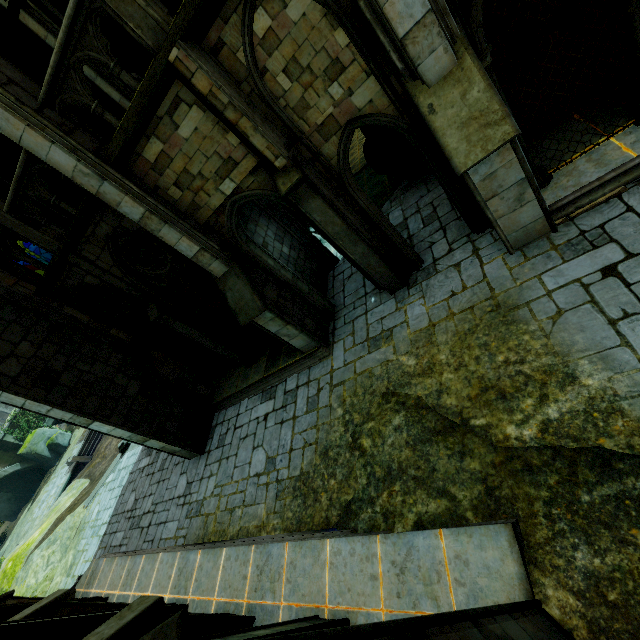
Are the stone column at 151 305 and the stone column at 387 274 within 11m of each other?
yes

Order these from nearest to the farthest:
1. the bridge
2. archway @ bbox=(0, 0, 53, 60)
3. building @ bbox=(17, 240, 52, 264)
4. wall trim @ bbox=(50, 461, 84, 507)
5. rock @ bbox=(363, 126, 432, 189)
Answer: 1. archway @ bbox=(0, 0, 53, 60)
2. rock @ bbox=(363, 126, 432, 189)
3. wall trim @ bbox=(50, 461, 84, 507)
4. the bridge
5. building @ bbox=(17, 240, 52, 264)

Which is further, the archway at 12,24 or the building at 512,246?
the archway at 12,24

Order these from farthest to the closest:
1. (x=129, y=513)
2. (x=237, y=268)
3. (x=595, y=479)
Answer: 1. (x=129, y=513)
2. (x=237, y=268)
3. (x=595, y=479)

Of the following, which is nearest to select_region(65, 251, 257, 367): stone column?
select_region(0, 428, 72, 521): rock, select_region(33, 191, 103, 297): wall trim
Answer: select_region(33, 191, 103, 297): wall trim

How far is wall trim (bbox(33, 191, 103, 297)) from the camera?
7.23m

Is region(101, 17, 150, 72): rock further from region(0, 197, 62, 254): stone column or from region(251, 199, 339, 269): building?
region(0, 197, 62, 254): stone column

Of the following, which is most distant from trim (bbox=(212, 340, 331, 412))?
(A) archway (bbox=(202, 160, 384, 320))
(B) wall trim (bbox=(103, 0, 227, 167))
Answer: (B) wall trim (bbox=(103, 0, 227, 167))
